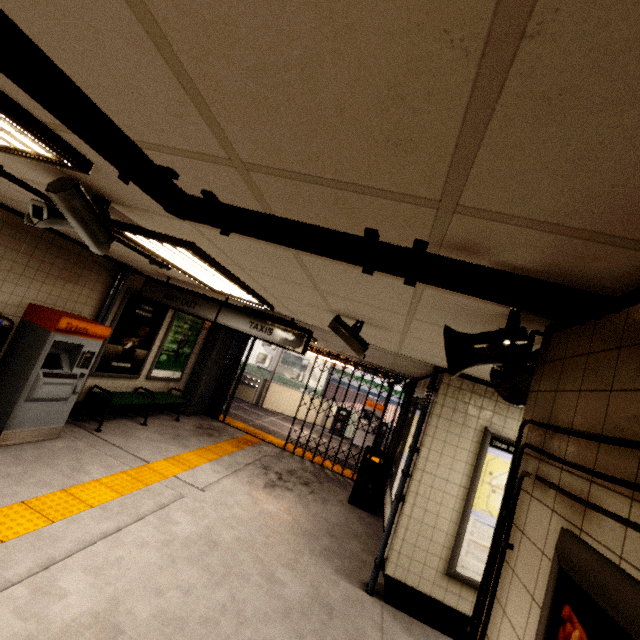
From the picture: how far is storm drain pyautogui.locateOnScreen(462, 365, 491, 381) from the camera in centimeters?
333cm

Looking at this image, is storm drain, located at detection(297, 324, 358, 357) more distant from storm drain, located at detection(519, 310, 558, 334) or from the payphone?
the payphone

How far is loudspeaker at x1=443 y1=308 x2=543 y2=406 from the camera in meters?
1.5

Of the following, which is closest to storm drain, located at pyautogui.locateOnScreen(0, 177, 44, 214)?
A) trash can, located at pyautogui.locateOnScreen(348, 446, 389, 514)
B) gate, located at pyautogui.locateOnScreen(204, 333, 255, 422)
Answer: trash can, located at pyautogui.locateOnScreen(348, 446, 389, 514)

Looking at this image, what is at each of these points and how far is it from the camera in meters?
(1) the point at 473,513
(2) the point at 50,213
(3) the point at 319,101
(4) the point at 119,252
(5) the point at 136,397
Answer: (1) sign, 3.9 m
(2) window, 2.1 m
(3) storm drain, 0.8 m
(4) storm drain, 4.6 m
(5) bench, 6.7 m

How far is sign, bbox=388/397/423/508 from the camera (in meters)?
5.33

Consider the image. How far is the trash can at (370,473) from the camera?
6.64m

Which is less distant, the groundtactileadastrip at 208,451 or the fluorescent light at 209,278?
the fluorescent light at 209,278
